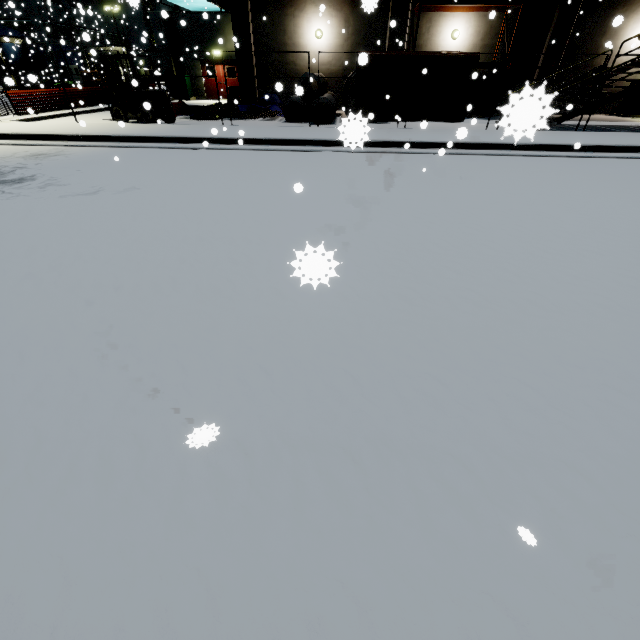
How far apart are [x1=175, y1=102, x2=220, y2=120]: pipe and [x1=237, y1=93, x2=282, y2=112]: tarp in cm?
7

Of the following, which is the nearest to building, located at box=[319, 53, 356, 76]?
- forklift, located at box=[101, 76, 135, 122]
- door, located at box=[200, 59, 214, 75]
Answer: door, located at box=[200, 59, 214, 75]

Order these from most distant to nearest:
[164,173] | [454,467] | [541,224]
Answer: [164,173], [541,224], [454,467]

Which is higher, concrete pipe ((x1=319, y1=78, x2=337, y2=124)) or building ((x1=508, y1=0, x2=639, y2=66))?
building ((x1=508, y1=0, x2=639, y2=66))

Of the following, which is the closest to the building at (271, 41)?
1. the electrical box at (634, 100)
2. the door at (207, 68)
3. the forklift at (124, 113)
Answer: the door at (207, 68)

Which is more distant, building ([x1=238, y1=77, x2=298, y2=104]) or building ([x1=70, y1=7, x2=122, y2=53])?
building ([x1=238, y1=77, x2=298, y2=104])

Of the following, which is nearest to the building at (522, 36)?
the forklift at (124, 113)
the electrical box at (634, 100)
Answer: the electrical box at (634, 100)

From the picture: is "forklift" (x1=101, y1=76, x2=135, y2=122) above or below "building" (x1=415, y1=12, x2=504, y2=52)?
below
